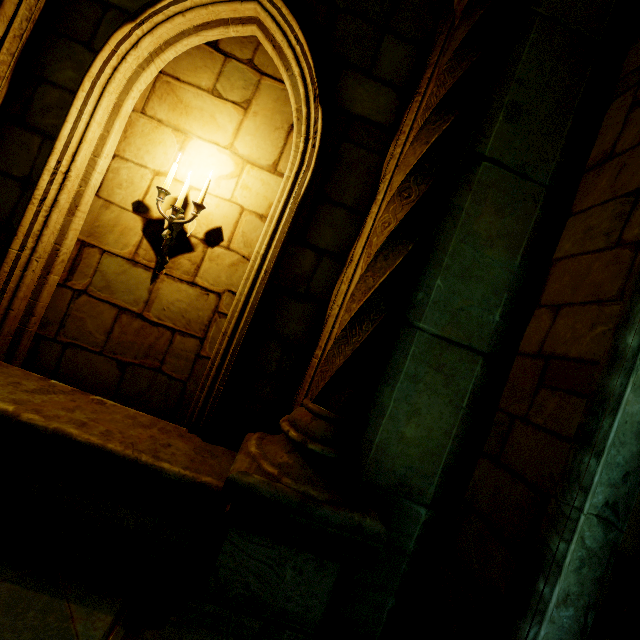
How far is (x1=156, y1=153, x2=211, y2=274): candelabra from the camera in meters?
2.9 m

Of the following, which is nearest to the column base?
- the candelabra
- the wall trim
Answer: the wall trim

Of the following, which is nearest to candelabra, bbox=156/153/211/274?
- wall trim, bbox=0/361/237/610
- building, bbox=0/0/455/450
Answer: building, bbox=0/0/455/450

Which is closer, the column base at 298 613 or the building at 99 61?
the column base at 298 613

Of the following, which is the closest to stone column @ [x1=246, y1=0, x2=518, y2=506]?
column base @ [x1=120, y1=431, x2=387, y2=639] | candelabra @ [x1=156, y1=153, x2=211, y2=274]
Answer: column base @ [x1=120, y1=431, x2=387, y2=639]

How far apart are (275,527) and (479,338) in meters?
2.0

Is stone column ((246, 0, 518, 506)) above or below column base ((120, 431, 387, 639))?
above

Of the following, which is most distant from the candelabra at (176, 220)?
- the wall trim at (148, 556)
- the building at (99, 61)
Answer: the wall trim at (148, 556)
